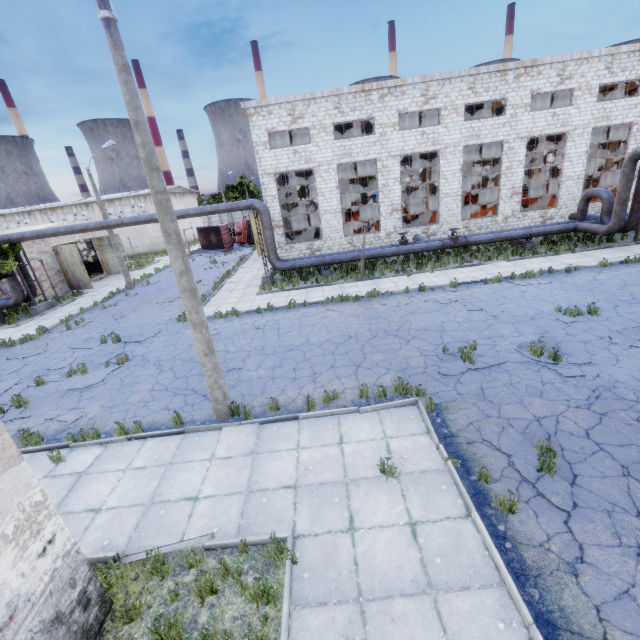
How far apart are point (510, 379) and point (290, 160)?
20.4m

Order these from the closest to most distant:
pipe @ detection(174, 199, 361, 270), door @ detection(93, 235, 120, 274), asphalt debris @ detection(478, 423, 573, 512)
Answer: asphalt debris @ detection(478, 423, 573, 512) → pipe @ detection(174, 199, 361, 270) → door @ detection(93, 235, 120, 274)

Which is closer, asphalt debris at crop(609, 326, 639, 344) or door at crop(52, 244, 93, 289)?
asphalt debris at crop(609, 326, 639, 344)

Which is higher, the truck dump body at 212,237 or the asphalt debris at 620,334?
the truck dump body at 212,237

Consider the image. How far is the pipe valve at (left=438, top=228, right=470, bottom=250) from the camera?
20.6m

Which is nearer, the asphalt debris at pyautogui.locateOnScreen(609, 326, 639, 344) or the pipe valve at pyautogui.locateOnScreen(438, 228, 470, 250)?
the asphalt debris at pyautogui.locateOnScreen(609, 326, 639, 344)

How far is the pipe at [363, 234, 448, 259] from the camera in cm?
2077

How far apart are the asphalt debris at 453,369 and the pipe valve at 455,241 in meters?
12.5
